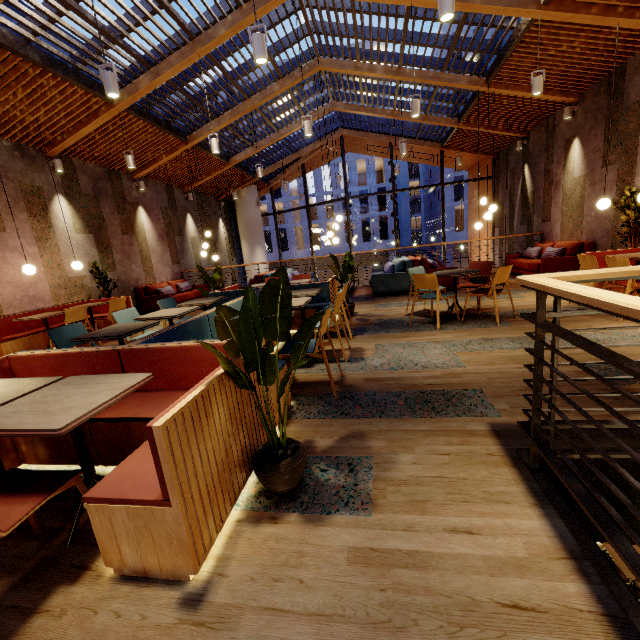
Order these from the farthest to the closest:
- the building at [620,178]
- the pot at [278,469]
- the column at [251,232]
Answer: the column at [251,232], the building at [620,178], the pot at [278,469]

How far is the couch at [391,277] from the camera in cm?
803

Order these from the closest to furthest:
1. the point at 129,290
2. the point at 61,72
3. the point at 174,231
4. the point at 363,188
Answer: the point at 61,72, the point at 129,290, the point at 174,231, the point at 363,188

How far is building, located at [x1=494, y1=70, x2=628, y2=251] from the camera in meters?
6.8 m

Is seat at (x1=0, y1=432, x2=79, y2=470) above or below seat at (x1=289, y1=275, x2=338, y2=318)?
below

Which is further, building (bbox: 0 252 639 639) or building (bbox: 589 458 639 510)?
building (bbox: 589 458 639 510)

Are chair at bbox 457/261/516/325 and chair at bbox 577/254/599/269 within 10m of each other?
yes

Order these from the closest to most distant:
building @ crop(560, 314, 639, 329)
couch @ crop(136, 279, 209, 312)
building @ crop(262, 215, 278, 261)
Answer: building @ crop(560, 314, 639, 329) < couch @ crop(136, 279, 209, 312) < building @ crop(262, 215, 278, 261)
